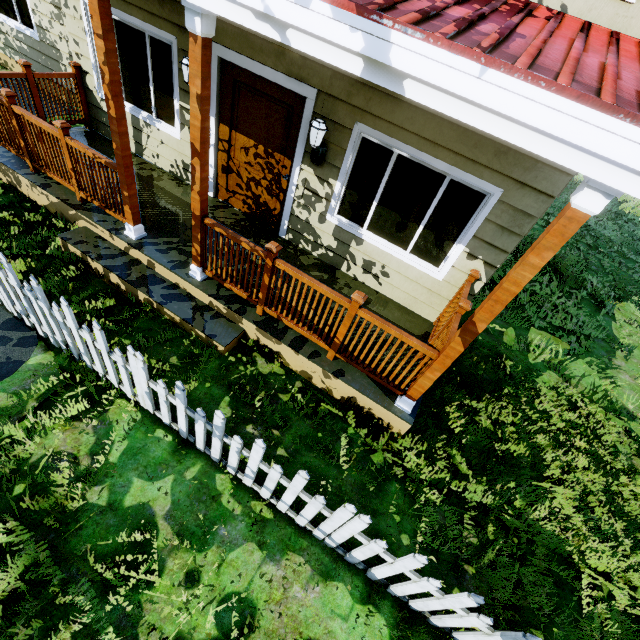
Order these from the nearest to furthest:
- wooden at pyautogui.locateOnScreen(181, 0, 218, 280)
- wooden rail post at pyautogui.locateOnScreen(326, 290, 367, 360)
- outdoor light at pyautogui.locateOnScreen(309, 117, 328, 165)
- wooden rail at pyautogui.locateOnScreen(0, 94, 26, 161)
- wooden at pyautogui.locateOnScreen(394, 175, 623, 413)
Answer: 1. wooden at pyautogui.locateOnScreen(394, 175, 623, 413)
2. wooden at pyautogui.locateOnScreen(181, 0, 218, 280)
3. wooden rail post at pyautogui.locateOnScreen(326, 290, 367, 360)
4. outdoor light at pyautogui.locateOnScreen(309, 117, 328, 165)
5. wooden rail at pyautogui.locateOnScreen(0, 94, 26, 161)

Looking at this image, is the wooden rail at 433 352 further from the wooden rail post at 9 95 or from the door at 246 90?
the wooden rail post at 9 95

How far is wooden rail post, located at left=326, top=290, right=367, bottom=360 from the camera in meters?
3.3 m

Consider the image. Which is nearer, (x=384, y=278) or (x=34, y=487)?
(x=34, y=487)

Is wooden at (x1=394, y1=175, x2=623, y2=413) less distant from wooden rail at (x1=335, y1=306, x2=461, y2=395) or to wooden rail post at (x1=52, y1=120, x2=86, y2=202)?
wooden rail at (x1=335, y1=306, x2=461, y2=395)

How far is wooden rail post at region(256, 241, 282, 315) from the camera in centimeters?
350cm

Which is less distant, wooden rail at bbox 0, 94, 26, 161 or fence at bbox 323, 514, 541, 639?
fence at bbox 323, 514, 541, 639

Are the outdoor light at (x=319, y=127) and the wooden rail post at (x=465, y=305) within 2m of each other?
no
